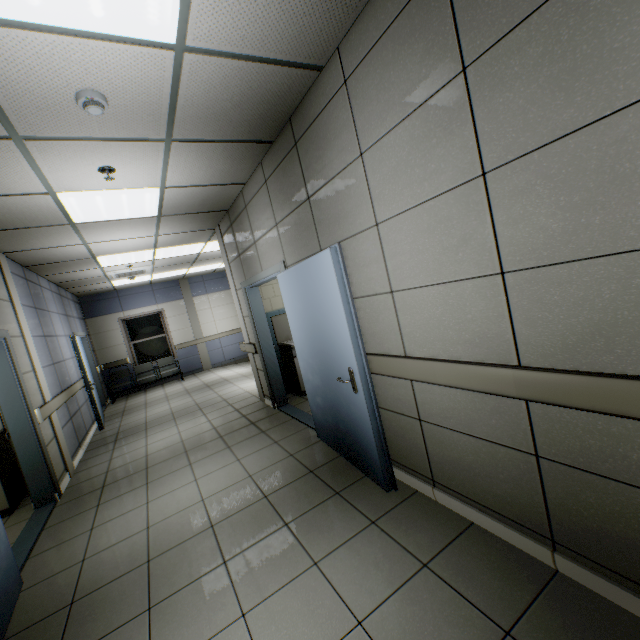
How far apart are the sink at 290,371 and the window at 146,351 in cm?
654

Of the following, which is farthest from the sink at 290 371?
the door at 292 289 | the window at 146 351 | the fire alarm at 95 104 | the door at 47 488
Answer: the window at 146 351

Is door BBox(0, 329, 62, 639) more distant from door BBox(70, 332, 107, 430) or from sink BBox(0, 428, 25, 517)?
door BBox(70, 332, 107, 430)

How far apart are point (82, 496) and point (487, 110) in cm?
541

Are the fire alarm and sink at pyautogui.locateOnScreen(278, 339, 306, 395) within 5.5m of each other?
yes

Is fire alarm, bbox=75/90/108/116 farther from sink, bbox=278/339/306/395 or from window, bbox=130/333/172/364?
window, bbox=130/333/172/364

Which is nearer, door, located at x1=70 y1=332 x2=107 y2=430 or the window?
door, located at x1=70 y1=332 x2=107 y2=430

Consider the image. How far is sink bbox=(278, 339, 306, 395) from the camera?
5.62m
